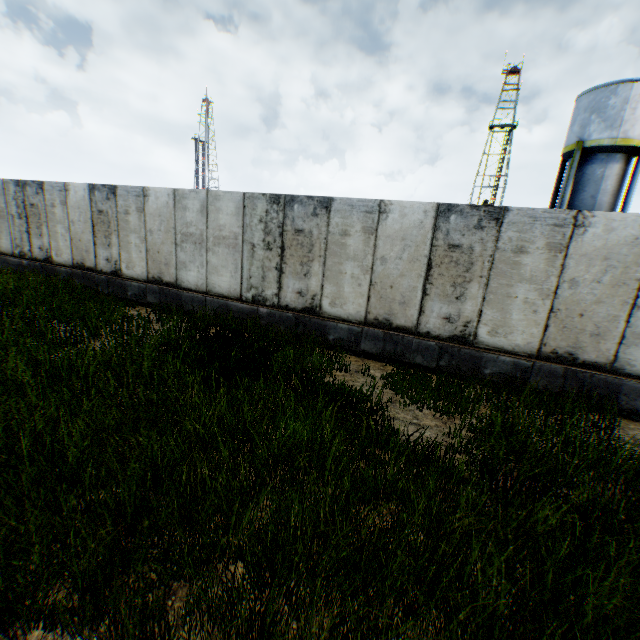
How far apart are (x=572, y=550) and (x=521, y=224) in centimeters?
542cm
